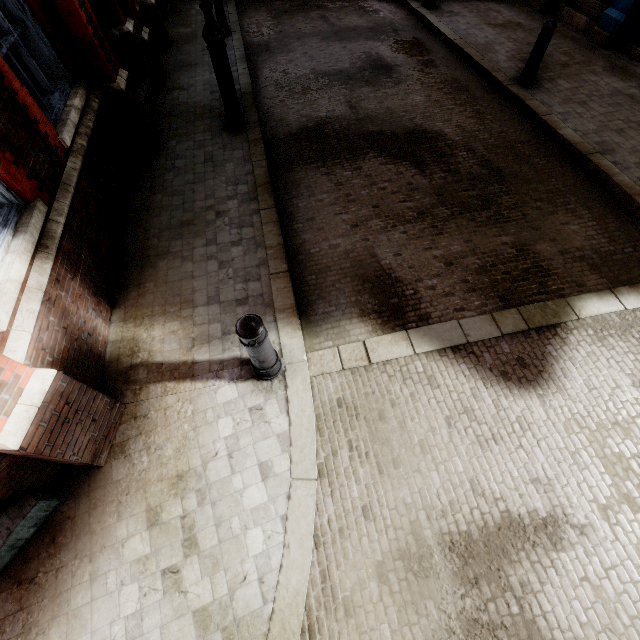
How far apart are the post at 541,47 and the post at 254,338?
7.37m

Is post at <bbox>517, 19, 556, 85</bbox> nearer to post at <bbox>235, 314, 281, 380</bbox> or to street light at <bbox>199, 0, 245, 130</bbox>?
street light at <bbox>199, 0, 245, 130</bbox>

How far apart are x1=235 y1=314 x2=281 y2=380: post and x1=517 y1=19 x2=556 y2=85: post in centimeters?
737cm

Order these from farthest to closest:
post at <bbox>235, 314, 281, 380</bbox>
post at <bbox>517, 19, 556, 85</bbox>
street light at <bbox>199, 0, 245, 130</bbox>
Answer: post at <bbox>517, 19, 556, 85</bbox>, street light at <bbox>199, 0, 245, 130</bbox>, post at <bbox>235, 314, 281, 380</bbox>

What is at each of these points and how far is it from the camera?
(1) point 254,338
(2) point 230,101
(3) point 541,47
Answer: (1) post, 2.6 meters
(2) street light, 5.5 meters
(3) post, 5.9 meters

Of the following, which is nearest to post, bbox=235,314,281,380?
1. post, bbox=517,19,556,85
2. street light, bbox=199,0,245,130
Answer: street light, bbox=199,0,245,130

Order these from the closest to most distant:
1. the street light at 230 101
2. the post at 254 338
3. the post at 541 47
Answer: the post at 254 338
the street light at 230 101
the post at 541 47

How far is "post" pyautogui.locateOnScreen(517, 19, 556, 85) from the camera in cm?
564
